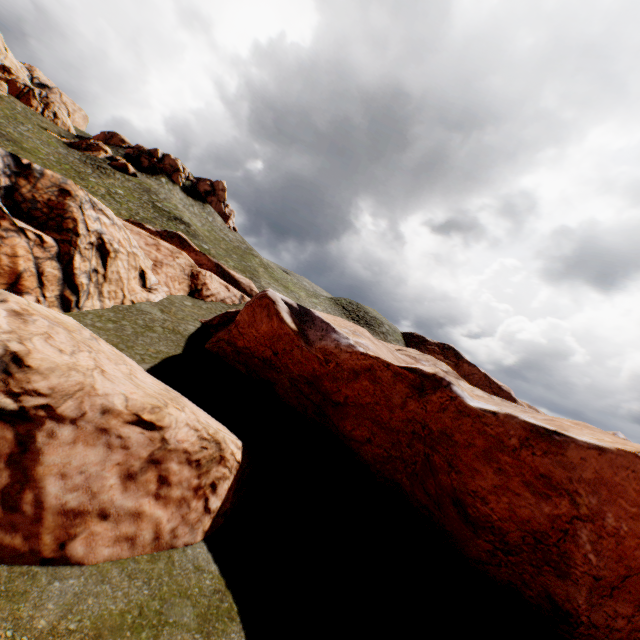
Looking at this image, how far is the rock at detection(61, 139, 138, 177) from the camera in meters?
53.1 m

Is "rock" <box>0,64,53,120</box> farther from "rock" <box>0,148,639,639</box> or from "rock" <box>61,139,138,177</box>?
"rock" <box>0,148,639,639</box>

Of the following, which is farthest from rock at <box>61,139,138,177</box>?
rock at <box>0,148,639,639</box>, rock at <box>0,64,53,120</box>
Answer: rock at <box>0,148,639,639</box>

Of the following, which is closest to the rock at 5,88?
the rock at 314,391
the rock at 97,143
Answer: the rock at 97,143

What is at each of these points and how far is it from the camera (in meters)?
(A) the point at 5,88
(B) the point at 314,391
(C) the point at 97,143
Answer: (A) rock, 52.50
(B) rock, 18.23
(C) rock, 55.62

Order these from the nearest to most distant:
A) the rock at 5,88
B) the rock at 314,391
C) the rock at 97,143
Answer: the rock at 314,391 → the rock at 97,143 → the rock at 5,88

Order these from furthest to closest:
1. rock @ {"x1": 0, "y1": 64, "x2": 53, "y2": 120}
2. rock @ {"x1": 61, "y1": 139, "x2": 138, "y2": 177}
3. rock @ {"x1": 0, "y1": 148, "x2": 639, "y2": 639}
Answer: rock @ {"x1": 0, "y1": 64, "x2": 53, "y2": 120} → rock @ {"x1": 61, "y1": 139, "x2": 138, "y2": 177} → rock @ {"x1": 0, "y1": 148, "x2": 639, "y2": 639}
